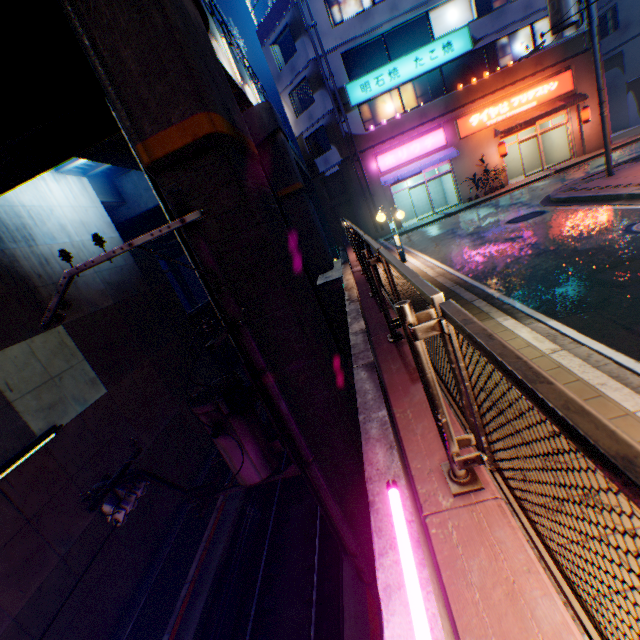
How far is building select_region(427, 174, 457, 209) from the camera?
23.42m

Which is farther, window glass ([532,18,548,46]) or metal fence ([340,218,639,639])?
window glass ([532,18,548,46])

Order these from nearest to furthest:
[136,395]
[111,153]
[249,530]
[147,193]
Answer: [111,153] → [249,530] → [136,395] → [147,193]

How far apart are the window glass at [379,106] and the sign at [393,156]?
1.6 meters

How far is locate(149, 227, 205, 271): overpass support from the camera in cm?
604

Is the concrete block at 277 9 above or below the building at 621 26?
above

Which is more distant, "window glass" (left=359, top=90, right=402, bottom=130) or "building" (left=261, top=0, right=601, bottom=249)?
"window glass" (left=359, top=90, right=402, bottom=130)

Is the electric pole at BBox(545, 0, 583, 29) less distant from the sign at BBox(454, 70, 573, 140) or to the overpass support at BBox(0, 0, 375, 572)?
the sign at BBox(454, 70, 573, 140)
